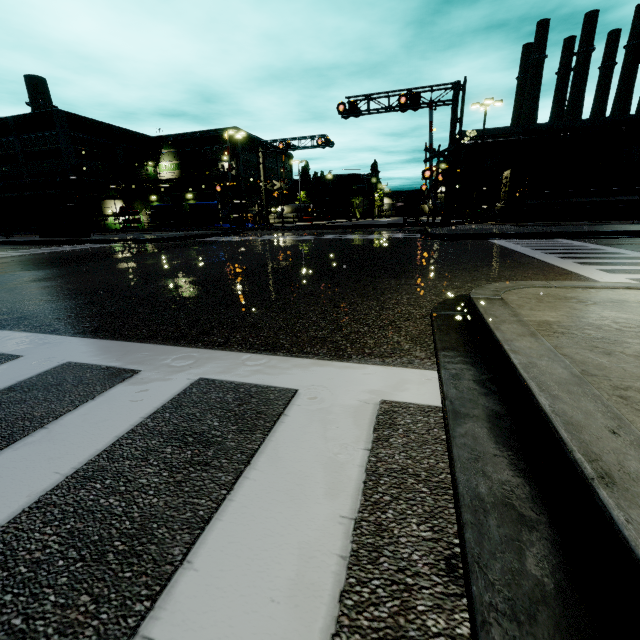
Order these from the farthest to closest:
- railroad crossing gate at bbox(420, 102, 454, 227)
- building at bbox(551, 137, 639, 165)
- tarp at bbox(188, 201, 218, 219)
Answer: tarp at bbox(188, 201, 218, 219), building at bbox(551, 137, 639, 165), railroad crossing gate at bbox(420, 102, 454, 227)

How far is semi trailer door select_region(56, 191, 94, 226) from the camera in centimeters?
2523cm

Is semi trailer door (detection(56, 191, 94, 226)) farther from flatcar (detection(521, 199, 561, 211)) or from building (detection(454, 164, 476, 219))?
flatcar (detection(521, 199, 561, 211))

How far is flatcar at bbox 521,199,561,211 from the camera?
25.7m

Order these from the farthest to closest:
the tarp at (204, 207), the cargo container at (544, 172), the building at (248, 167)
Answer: the building at (248, 167), the tarp at (204, 207), the cargo container at (544, 172)

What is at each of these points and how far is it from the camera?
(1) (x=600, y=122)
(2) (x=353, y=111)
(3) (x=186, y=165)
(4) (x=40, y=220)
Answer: (1) building, 36.2m
(2) railroad crossing overhang, 22.0m
(3) building, 54.9m
(4) semi trailer, 26.1m

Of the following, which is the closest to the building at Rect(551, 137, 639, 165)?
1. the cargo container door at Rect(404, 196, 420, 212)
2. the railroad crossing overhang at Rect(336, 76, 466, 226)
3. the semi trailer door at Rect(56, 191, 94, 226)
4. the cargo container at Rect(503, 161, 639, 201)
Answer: the cargo container at Rect(503, 161, 639, 201)

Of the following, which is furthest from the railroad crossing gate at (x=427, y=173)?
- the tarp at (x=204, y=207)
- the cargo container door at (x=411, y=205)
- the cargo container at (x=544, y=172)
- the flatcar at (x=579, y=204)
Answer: the tarp at (x=204, y=207)
